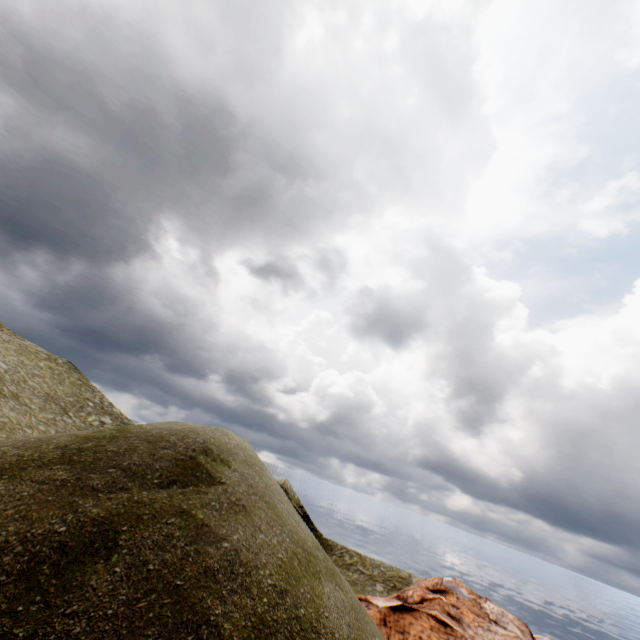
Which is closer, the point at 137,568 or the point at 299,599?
the point at 137,568
